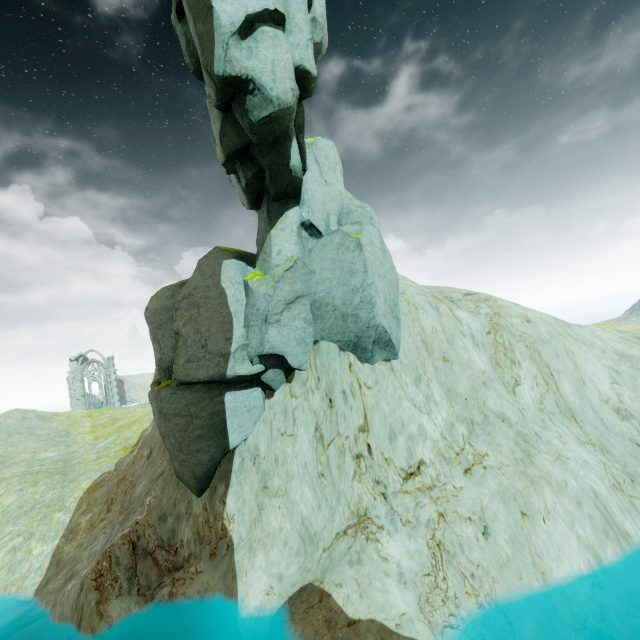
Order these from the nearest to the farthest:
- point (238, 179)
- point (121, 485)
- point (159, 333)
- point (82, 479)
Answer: point (238, 179), point (159, 333), point (121, 485), point (82, 479)

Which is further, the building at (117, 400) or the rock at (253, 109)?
the building at (117, 400)

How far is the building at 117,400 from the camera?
53.9m

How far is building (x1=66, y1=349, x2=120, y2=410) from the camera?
53.88m

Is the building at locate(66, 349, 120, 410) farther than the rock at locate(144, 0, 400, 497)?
Yes
